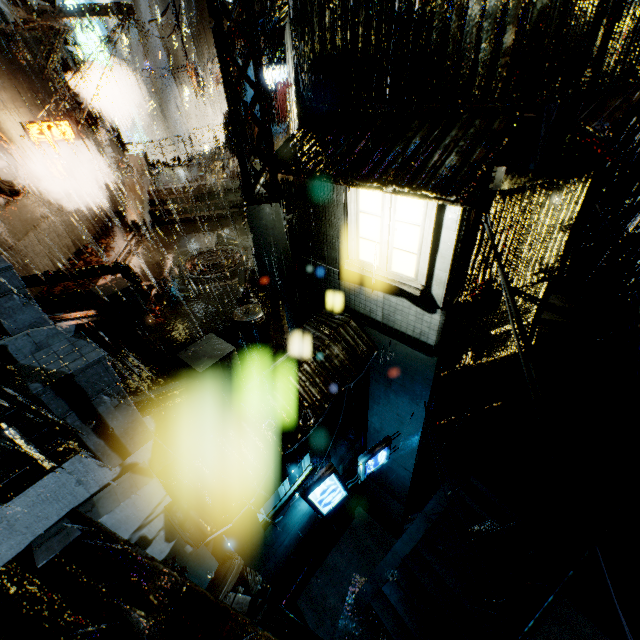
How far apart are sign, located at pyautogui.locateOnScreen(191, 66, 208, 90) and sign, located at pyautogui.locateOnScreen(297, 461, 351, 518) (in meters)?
36.69

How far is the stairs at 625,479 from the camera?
12.1m

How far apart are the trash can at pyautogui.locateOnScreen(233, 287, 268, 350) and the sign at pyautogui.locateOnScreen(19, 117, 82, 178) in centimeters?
1167cm

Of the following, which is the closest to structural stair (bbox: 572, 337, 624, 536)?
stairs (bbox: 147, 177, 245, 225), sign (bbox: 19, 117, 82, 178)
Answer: stairs (bbox: 147, 177, 245, 225)

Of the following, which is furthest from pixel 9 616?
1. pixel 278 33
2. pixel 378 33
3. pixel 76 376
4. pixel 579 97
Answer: pixel 278 33

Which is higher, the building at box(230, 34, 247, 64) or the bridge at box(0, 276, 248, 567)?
the building at box(230, 34, 247, 64)

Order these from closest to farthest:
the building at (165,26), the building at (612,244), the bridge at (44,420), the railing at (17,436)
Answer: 1. the railing at (17,436)
2. the bridge at (44,420)
3. the building at (612,244)
4. the building at (165,26)

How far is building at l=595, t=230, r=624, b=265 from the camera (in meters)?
17.84
